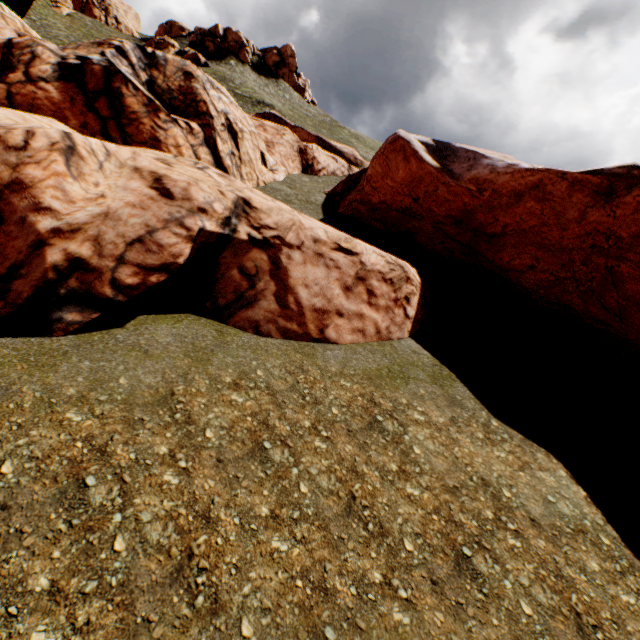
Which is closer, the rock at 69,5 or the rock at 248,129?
the rock at 248,129

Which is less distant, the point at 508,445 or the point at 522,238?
the point at 508,445

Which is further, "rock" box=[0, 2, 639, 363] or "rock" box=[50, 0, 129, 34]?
"rock" box=[50, 0, 129, 34]

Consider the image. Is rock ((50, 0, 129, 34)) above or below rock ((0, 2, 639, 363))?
above

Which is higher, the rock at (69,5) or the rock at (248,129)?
the rock at (69,5)
